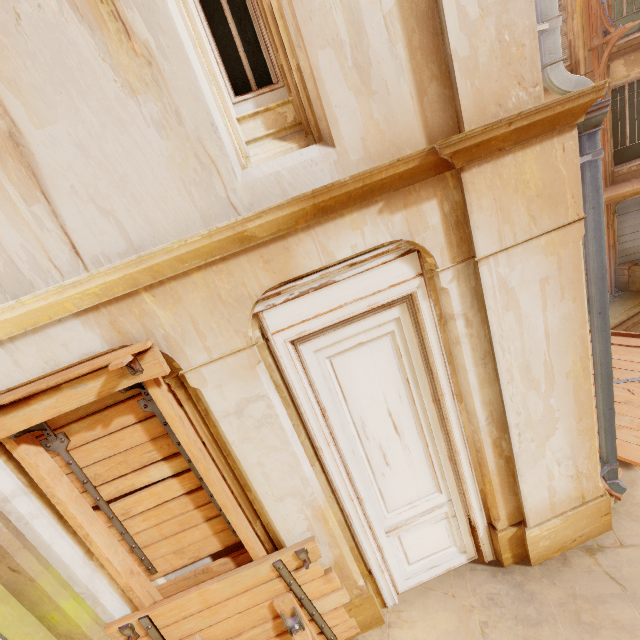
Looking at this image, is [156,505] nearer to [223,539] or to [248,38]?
[223,539]

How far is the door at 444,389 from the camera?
2.70m

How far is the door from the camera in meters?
2.7 m

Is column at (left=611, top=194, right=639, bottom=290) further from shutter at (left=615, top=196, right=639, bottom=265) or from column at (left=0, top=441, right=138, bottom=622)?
column at (left=0, top=441, right=138, bottom=622)

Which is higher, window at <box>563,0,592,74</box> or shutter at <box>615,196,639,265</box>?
window at <box>563,0,592,74</box>

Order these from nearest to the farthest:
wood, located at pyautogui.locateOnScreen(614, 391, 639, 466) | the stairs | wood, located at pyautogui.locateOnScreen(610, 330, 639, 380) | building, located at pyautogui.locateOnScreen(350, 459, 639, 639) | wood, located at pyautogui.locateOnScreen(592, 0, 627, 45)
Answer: building, located at pyautogui.locateOnScreen(350, 459, 639, 639) < wood, located at pyautogui.locateOnScreen(614, 391, 639, 466) < wood, located at pyautogui.locateOnScreen(610, 330, 639, 380) < wood, located at pyautogui.locateOnScreen(592, 0, 627, 45) < the stairs

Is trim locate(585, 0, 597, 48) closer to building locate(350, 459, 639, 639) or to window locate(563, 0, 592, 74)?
window locate(563, 0, 592, 74)

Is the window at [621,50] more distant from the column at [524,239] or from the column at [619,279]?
the column at [524,239]
